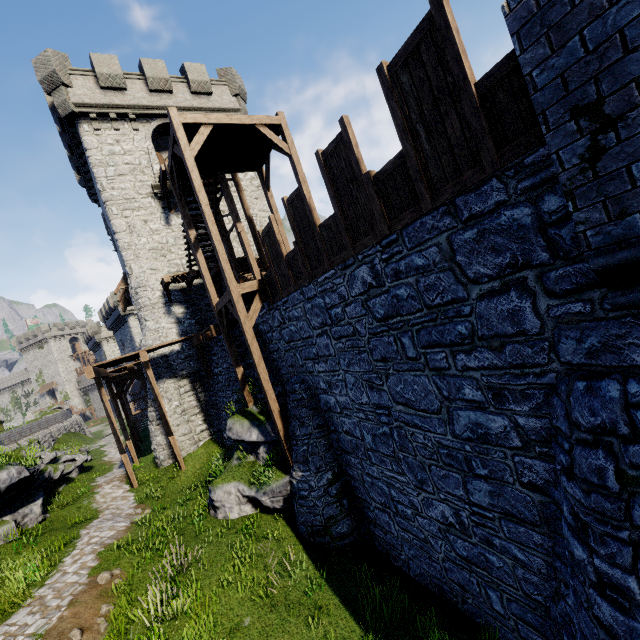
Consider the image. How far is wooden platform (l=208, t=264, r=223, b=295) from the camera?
17.76m

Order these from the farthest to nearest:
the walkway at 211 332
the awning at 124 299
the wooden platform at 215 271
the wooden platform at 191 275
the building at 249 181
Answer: the building at 249 181 < the awning at 124 299 < the wooden platform at 215 271 < the wooden platform at 191 275 < the walkway at 211 332

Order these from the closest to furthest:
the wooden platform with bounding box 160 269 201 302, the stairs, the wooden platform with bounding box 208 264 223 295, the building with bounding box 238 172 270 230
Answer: the stairs < the wooden platform with bounding box 160 269 201 302 < the wooden platform with bounding box 208 264 223 295 < the building with bounding box 238 172 270 230

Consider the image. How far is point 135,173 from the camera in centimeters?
1891cm

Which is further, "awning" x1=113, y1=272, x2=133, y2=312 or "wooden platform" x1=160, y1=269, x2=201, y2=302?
"awning" x1=113, y1=272, x2=133, y2=312

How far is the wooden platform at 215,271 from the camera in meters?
17.8

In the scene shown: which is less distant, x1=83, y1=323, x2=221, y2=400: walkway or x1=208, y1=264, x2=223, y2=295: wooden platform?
x1=83, y1=323, x2=221, y2=400: walkway
